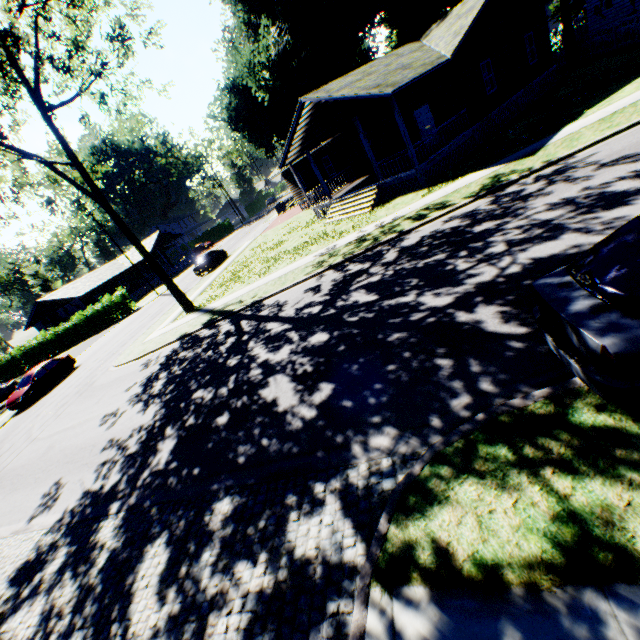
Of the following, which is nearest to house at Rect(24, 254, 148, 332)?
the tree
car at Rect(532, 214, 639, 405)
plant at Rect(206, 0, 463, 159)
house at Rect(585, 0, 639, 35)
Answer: plant at Rect(206, 0, 463, 159)

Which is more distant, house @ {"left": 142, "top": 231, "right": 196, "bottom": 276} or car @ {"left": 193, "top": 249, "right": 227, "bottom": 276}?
house @ {"left": 142, "top": 231, "right": 196, "bottom": 276}

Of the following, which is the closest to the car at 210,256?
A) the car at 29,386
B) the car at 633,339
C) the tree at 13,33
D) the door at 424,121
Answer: the tree at 13,33

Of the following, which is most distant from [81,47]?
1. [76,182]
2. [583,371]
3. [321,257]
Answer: [583,371]

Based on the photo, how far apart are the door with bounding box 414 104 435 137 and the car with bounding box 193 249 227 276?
20.9 meters

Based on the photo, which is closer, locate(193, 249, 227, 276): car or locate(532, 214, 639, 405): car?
locate(532, 214, 639, 405): car

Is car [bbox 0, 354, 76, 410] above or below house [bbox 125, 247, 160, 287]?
below

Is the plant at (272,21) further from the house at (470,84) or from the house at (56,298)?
the house at (56,298)
